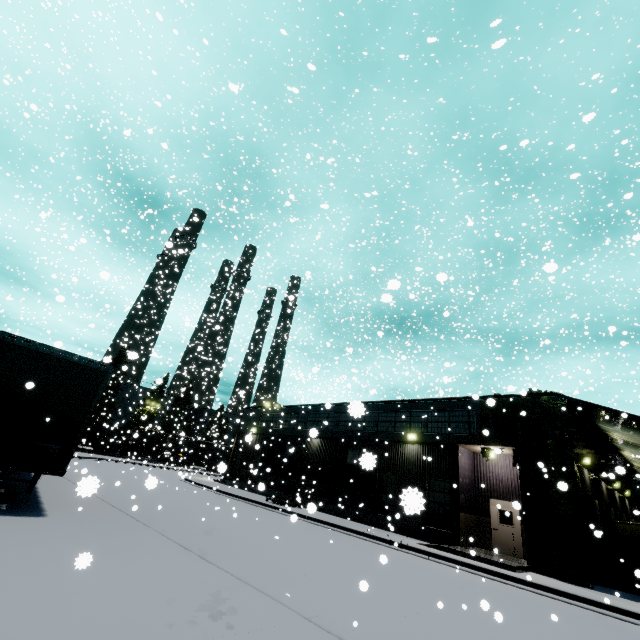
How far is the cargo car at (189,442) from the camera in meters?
54.2 m

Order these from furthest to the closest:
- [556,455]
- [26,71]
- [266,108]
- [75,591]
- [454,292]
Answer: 1. [454,292]
2. [26,71]
3. [266,108]
4. [556,455]
5. [75,591]

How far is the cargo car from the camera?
54.19m

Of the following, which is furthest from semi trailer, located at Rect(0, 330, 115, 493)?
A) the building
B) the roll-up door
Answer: the roll-up door

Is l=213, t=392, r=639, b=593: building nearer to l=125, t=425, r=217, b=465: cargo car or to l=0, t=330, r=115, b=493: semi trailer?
l=0, t=330, r=115, b=493: semi trailer

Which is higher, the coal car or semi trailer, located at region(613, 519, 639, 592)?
the coal car

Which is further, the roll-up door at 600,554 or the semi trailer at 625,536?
the semi trailer at 625,536

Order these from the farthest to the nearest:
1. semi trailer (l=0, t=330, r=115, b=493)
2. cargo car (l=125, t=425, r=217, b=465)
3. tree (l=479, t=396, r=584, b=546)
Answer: cargo car (l=125, t=425, r=217, b=465)
tree (l=479, t=396, r=584, b=546)
semi trailer (l=0, t=330, r=115, b=493)
